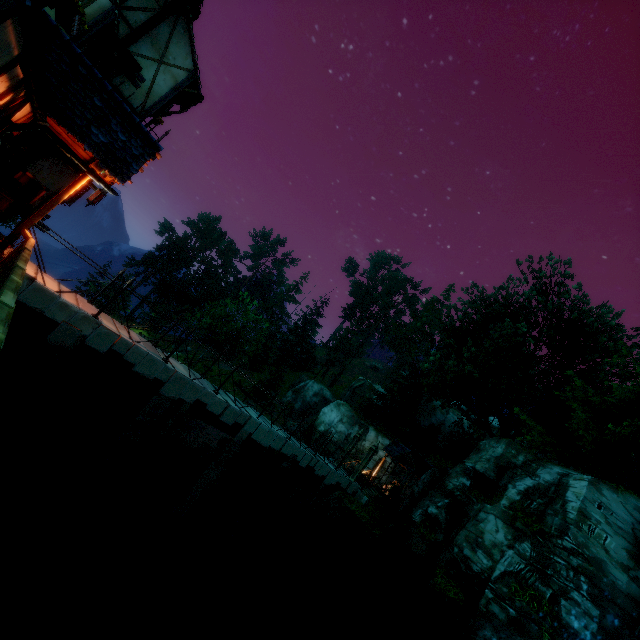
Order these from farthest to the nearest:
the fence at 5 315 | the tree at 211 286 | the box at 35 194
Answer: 1. the tree at 211 286
2. the box at 35 194
3. the fence at 5 315

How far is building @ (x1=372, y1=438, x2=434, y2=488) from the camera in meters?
26.0

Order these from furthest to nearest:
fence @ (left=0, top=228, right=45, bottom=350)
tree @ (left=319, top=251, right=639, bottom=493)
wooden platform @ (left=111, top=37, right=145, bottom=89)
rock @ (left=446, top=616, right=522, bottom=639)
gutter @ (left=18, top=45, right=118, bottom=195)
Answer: tree @ (left=319, top=251, right=639, bottom=493)
wooden platform @ (left=111, top=37, right=145, bottom=89)
rock @ (left=446, top=616, right=522, bottom=639)
gutter @ (left=18, top=45, right=118, bottom=195)
fence @ (left=0, top=228, right=45, bottom=350)

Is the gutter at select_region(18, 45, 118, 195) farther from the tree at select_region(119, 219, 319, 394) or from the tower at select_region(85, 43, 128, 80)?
the tree at select_region(119, 219, 319, 394)

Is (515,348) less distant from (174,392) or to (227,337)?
(174,392)

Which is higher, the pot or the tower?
the tower

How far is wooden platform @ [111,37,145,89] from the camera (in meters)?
11.04

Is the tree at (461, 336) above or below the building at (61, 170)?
above
